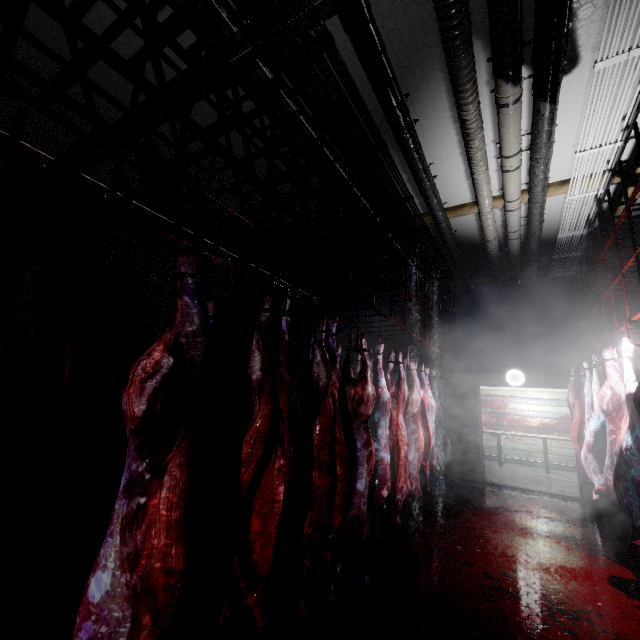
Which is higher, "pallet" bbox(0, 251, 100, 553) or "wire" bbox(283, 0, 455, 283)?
"wire" bbox(283, 0, 455, 283)

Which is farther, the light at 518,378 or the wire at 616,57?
the light at 518,378

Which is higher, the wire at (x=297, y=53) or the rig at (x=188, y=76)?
the wire at (x=297, y=53)

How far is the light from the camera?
6.1m

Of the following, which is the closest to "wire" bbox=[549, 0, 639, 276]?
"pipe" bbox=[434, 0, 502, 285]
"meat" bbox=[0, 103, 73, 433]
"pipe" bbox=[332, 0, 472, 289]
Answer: "pipe" bbox=[434, 0, 502, 285]

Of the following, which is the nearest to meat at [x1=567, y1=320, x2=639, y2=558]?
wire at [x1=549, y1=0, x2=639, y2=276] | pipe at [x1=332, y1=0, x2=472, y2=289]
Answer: wire at [x1=549, y1=0, x2=639, y2=276]

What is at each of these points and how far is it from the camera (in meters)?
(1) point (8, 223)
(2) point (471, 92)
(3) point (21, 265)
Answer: (1) meat, 0.92
(2) pipe, 2.74
(3) pallet, 2.81

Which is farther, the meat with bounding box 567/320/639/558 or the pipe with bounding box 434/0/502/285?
the meat with bounding box 567/320/639/558
